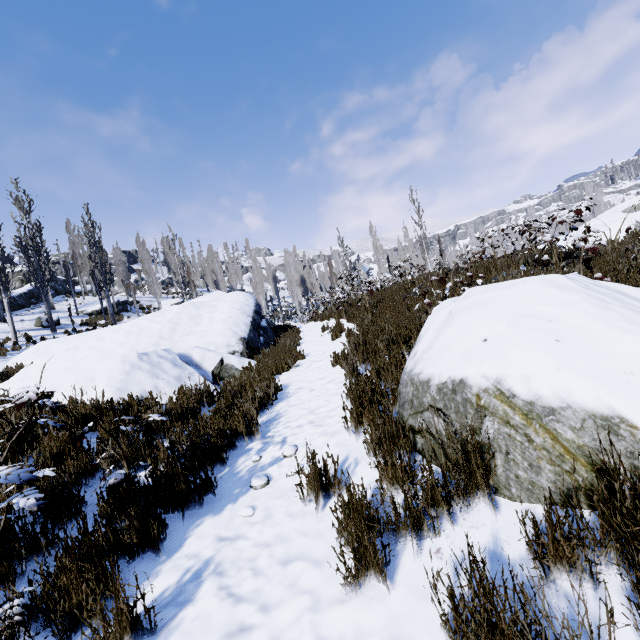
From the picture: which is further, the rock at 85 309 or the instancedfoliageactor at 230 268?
the instancedfoliageactor at 230 268

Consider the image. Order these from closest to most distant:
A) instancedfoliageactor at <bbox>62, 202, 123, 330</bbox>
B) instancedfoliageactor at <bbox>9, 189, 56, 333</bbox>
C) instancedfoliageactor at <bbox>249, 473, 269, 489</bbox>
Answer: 1. instancedfoliageactor at <bbox>249, 473, 269, 489</bbox>
2. instancedfoliageactor at <bbox>9, 189, 56, 333</bbox>
3. instancedfoliageactor at <bbox>62, 202, 123, 330</bbox>

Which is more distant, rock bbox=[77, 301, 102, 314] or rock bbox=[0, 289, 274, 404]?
rock bbox=[77, 301, 102, 314]

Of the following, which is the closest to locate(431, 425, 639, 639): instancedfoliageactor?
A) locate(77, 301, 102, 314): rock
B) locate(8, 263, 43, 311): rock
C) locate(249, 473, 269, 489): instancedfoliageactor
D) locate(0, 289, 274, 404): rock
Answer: locate(249, 473, 269, 489): instancedfoliageactor

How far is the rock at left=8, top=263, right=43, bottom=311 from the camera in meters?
25.7

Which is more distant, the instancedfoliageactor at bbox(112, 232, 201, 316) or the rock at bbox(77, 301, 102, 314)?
the instancedfoliageactor at bbox(112, 232, 201, 316)

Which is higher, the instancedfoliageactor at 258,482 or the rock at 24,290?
the rock at 24,290

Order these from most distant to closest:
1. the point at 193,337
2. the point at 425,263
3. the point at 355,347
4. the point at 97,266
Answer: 1. the point at 425,263
2. the point at 97,266
3. the point at 193,337
4. the point at 355,347
